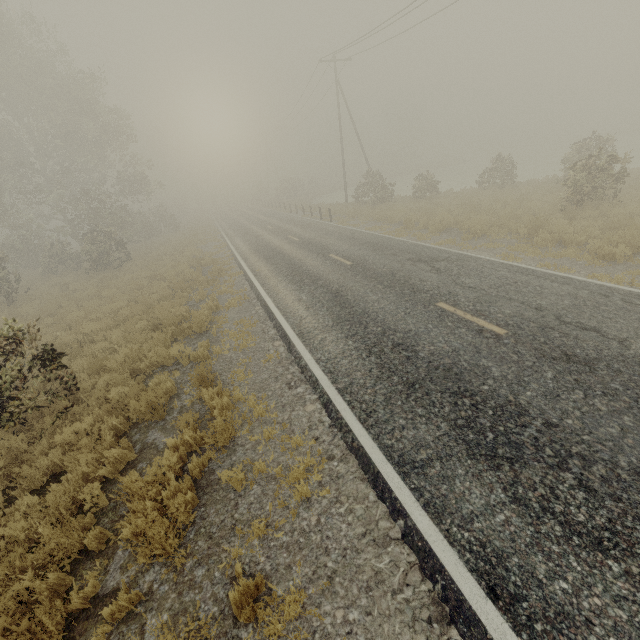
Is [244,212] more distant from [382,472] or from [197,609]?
[197,609]
